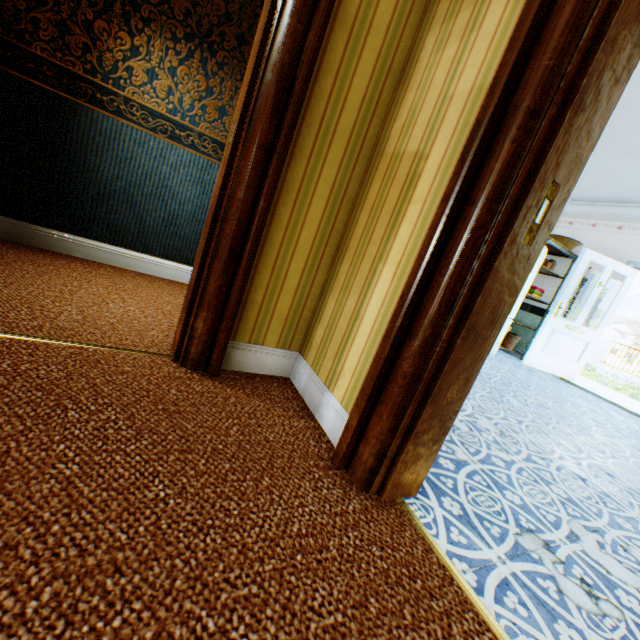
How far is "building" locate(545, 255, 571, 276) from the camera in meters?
6.2

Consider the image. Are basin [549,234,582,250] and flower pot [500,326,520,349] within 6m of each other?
yes

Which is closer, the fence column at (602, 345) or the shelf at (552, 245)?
the shelf at (552, 245)

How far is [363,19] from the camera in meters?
1.4

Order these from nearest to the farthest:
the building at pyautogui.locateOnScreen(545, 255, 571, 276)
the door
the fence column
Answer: the door
the building at pyautogui.locateOnScreen(545, 255, 571, 276)
the fence column

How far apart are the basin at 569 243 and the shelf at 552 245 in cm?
6

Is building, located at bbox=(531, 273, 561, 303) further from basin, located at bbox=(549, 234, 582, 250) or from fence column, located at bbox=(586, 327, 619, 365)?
fence column, located at bbox=(586, 327, 619, 365)

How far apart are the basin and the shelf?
0.1m
